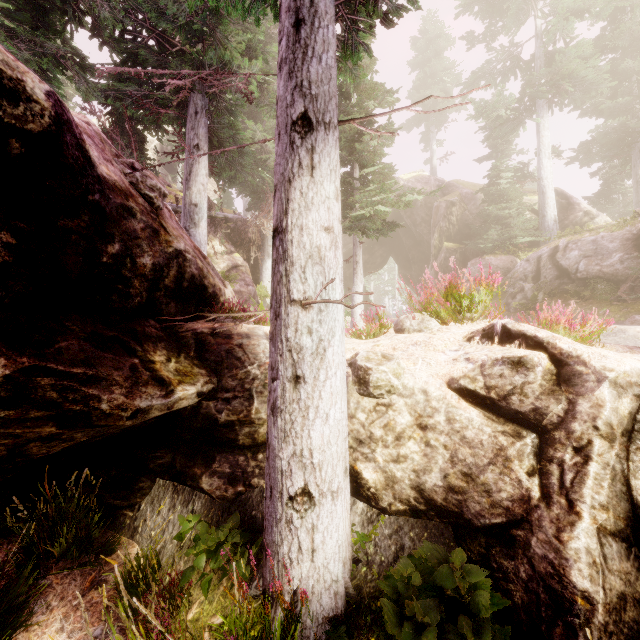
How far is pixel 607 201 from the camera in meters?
28.4 m

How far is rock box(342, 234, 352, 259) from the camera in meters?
31.7

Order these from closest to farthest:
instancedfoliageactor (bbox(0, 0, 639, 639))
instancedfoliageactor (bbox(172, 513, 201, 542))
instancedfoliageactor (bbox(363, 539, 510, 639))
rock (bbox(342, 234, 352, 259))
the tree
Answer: instancedfoliageactor (bbox(363, 539, 510, 639)) → instancedfoliageactor (bbox(0, 0, 639, 639)) → instancedfoliageactor (bbox(172, 513, 201, 542)) → the tree → rock (bbox(342, 234, 352, 259))

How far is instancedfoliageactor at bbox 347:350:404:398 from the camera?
3.9m

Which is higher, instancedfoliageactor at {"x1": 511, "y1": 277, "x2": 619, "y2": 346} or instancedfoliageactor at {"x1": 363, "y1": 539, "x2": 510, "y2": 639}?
instancedfoliageactor at {"x1": 511, "y1": 277, "x2": 619, "y2": 346}

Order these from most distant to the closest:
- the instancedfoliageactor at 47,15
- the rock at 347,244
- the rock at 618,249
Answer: the rock at 347,244
the rock at 618,249
the instancedfoliageactor at 47,15

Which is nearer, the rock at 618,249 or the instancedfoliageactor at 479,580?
the instancedfoliageactor at 479,580
